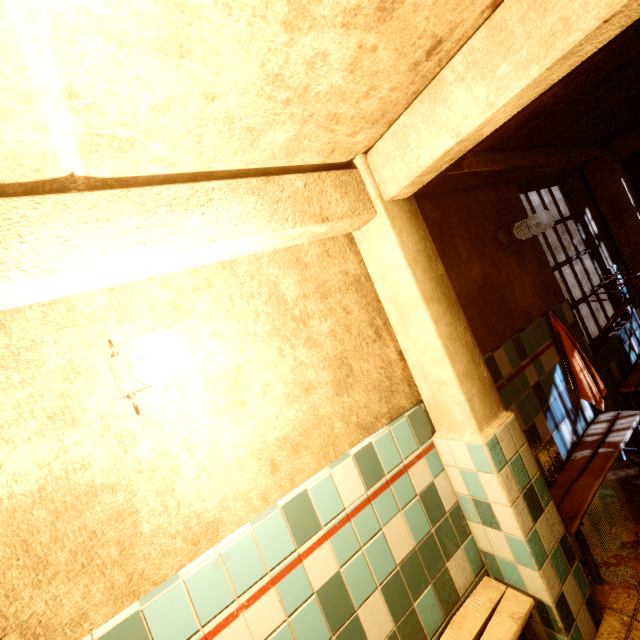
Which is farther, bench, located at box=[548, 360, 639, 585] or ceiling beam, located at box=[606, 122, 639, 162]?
ceiling beam, located at box=[606, 122, 639, 162]

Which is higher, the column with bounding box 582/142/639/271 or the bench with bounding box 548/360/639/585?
the column with bounding box 582/142/639/271

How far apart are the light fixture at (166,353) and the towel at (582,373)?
3.2m

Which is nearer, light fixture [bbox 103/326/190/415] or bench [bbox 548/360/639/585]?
light fixture [bbox 103/326/190/415]

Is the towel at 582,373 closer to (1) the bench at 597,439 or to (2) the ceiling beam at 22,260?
(1) the bench at 597,439

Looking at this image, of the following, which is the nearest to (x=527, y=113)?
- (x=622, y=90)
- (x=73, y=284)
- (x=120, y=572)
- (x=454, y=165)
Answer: (x=454, y=165)

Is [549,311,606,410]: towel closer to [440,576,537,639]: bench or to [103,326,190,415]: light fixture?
[440,576,537,639]: bench

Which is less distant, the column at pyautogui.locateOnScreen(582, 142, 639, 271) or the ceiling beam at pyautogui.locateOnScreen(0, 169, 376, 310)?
the ceiling beam at pyautogui.locateOnScreen(0, 169, 376, 310)
